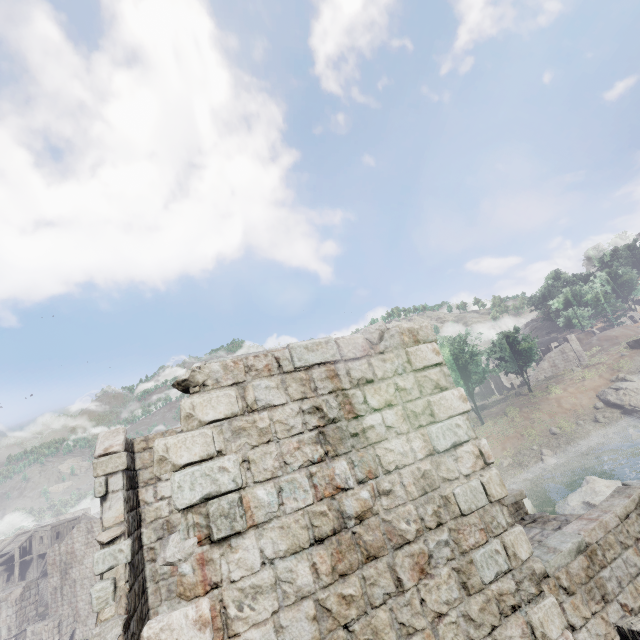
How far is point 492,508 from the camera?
4.70m

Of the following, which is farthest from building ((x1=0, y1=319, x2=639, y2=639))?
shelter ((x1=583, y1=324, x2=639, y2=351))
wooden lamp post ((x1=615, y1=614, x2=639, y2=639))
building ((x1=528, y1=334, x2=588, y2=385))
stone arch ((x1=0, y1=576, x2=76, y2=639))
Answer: shelter ((x1=583, y1=324, x2=639, y2=351))

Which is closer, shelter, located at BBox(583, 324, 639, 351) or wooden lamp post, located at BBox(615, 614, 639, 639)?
wooden lamp post, located at BBox(615, 614, 639, 639)

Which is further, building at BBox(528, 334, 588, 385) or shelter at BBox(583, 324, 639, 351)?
shelter at BBox(583, 324, 639, 351)

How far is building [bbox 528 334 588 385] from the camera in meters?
53.0 m

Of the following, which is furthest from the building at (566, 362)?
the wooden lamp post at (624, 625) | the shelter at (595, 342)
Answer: the wooden lamp post at (624, 625)

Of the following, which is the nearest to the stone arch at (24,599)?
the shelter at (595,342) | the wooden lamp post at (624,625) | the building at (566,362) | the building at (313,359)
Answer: the building at (313,359)
